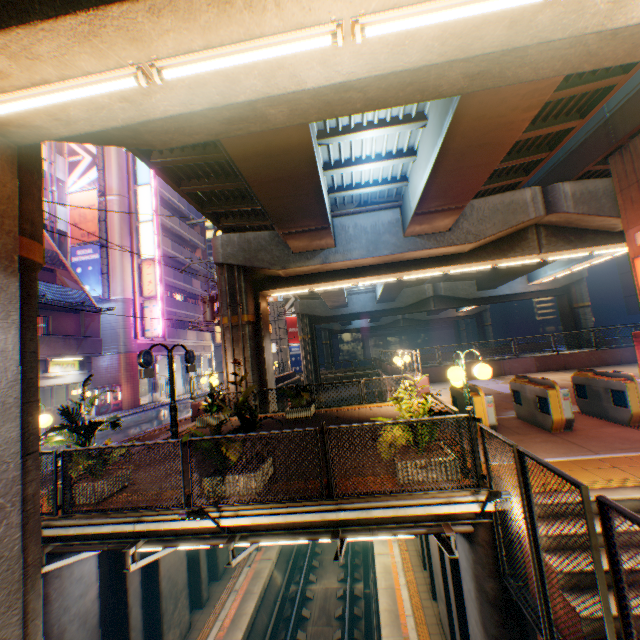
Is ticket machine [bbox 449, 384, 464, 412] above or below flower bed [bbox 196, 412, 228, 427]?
above

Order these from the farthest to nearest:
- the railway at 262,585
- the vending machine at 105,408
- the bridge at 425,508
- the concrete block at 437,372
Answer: the vending machine at 105,408 < the concrete block at 437,372 < the railway at 262,585 < the bridge at 425,508

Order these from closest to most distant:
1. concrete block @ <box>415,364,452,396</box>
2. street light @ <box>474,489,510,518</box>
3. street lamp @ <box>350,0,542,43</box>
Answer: street lamp @ <box>350,0,542,43</box> → street light @ <box>474,489,510,518</box> → concrete block @ <box>415,364,452,396</box>

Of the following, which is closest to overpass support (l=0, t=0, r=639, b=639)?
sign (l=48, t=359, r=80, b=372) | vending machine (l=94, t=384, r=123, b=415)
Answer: sign (l=48, t=359, r=80, b=372)

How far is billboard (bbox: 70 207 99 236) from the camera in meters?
26.2 m

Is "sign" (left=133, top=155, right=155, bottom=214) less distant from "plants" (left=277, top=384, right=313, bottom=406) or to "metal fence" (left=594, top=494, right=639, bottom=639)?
"metal fence" (left=594, top=494, right=639, bottom=639)

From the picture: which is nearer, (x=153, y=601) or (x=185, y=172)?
(x=153, y=601)

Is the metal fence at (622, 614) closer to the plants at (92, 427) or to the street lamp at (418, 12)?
the plants at (92, 427)
